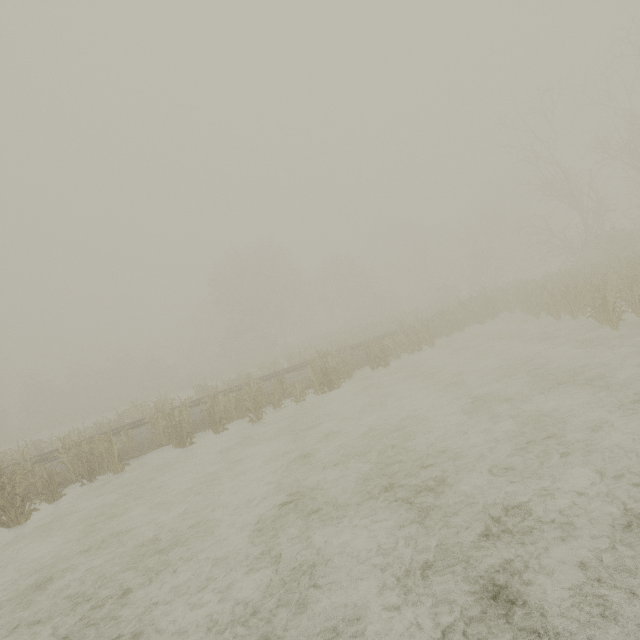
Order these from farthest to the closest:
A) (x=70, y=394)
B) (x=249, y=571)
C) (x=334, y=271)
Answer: (x=334, y=271)
(x=70, y=394)
(x=249, y=571)
